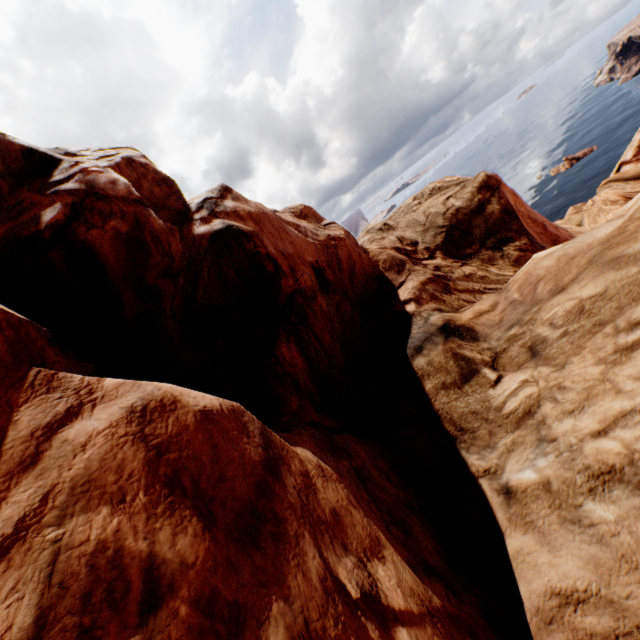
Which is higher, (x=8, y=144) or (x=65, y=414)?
(x=8, y=144)
